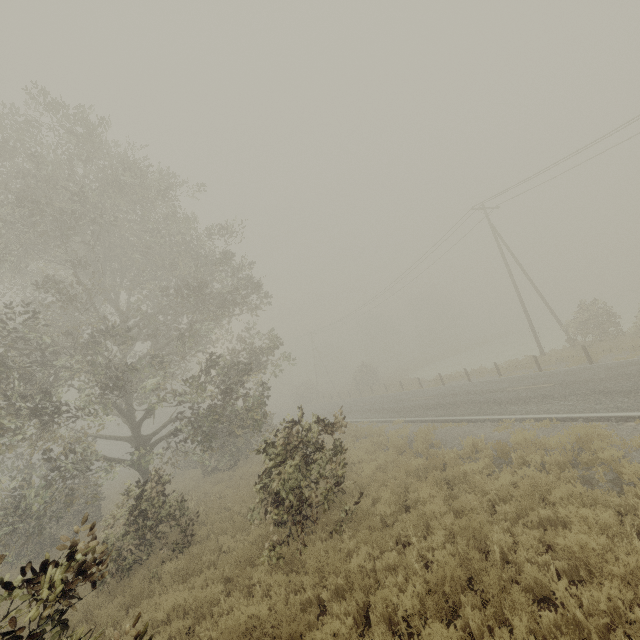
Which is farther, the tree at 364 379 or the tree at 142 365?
the tree at 364 379

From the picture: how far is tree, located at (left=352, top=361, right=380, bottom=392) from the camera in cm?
4190

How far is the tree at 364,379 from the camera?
41.9m

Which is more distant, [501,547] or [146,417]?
[146,417]

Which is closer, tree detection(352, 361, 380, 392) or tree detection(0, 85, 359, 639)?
tree detection(0, 85, 359, 639)
